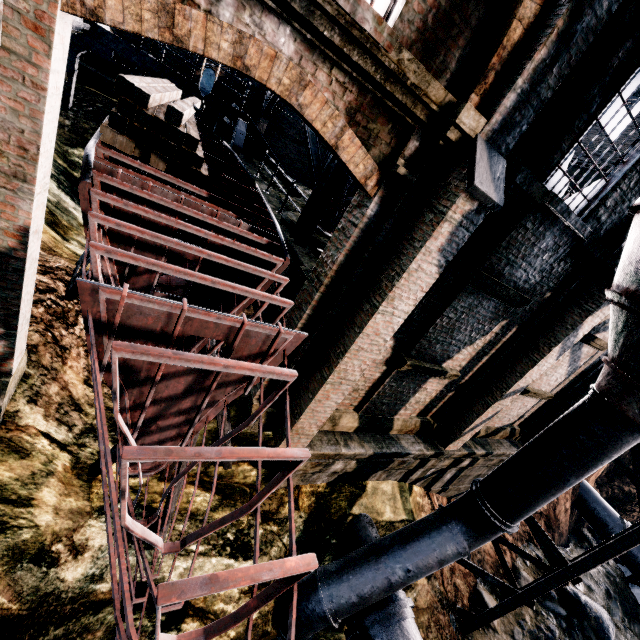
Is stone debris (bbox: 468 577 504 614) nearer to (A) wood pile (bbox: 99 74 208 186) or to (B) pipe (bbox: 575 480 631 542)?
(B) pipe (bbox: 575 480 631 542)

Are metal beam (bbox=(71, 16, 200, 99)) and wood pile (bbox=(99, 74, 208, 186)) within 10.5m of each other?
yes

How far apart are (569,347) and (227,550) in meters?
10.1 m

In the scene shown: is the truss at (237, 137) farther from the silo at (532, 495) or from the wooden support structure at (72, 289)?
the silo at (532, 495)

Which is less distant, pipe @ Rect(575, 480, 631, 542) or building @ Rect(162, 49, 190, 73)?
building @ Rect(162, 49, 190, 73)

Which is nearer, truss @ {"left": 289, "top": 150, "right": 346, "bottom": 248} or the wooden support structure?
the wooden support structure

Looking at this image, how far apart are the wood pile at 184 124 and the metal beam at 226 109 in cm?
190

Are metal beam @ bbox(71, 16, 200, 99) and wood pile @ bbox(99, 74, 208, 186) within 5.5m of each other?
yes
